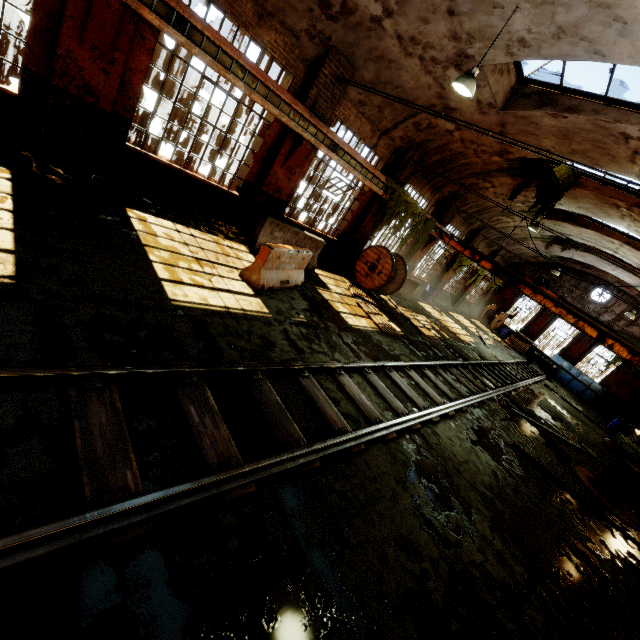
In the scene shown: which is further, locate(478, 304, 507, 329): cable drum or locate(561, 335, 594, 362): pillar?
locate(478, 304, 507, 329): cable drum

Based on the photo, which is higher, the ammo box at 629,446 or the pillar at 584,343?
the pillar at 584,343

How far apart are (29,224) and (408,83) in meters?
10.1 m

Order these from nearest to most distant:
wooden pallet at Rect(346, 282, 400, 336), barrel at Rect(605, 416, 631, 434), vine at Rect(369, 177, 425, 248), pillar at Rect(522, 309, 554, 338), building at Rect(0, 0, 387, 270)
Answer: building at Rect(0, 0, 387, 270) < wooden pallet at Rect(346, 282, 400, 336) < vine at Rect(369, 177, 425, 248) < barrel at Rect(605, 416, 631, 434) < pillar at Rect(522, 309, 554, 338)

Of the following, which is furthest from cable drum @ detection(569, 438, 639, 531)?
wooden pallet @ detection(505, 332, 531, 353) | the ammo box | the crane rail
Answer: wooden pallet @ detection(505, 332, 531, 353)

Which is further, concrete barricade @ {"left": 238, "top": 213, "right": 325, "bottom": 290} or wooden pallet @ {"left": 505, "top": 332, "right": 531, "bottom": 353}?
wooden pallet @ {"left": 505, "top": 332, "right": 531, "bottom": 353}

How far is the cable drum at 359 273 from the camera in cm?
1274

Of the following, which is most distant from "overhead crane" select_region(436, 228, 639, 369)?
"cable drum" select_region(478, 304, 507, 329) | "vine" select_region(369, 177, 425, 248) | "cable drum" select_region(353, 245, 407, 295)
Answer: "cable drum" select_region(478, 304, 507, 329)
